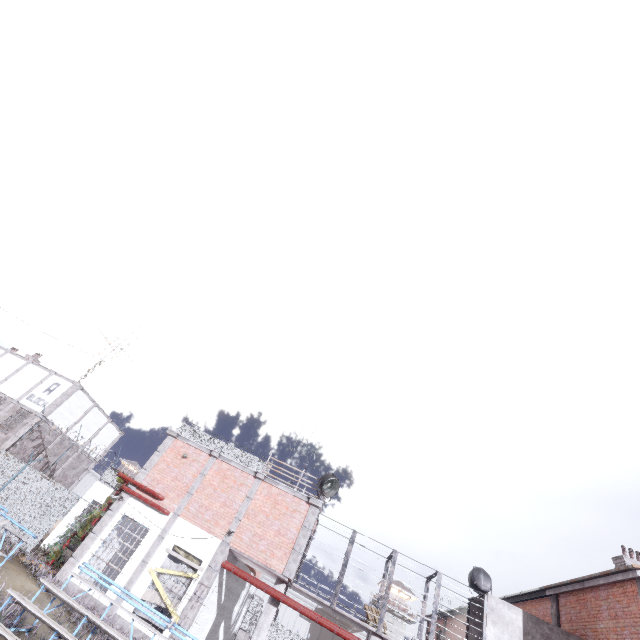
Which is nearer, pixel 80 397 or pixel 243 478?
pixel 243 478

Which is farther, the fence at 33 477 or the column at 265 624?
the fence at 33 477

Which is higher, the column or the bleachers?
the column

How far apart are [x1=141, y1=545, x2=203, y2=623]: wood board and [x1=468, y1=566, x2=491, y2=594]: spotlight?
12.7 meters

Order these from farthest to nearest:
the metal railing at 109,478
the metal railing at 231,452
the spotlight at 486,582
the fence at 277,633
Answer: the fence at 277,633 → the metal railing at 109,478 → the metal railing at 231,452 → the spotlight at 486,582

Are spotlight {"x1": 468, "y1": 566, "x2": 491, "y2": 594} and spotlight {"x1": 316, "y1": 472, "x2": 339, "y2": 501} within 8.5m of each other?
yes

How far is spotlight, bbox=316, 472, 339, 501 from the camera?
15.89m

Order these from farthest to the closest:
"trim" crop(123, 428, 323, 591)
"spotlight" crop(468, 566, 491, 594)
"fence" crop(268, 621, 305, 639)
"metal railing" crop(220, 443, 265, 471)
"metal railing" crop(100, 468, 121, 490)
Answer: "fence" crop(268, 621, 305, 639)
"metal railing" crop(100, 468, 121, 490)
"metal railing" crop(220, 443, 265, 471)
"spotlight" crop(468, 566, 491, 594)
"trim" crop(123, 428, 323, 591)
